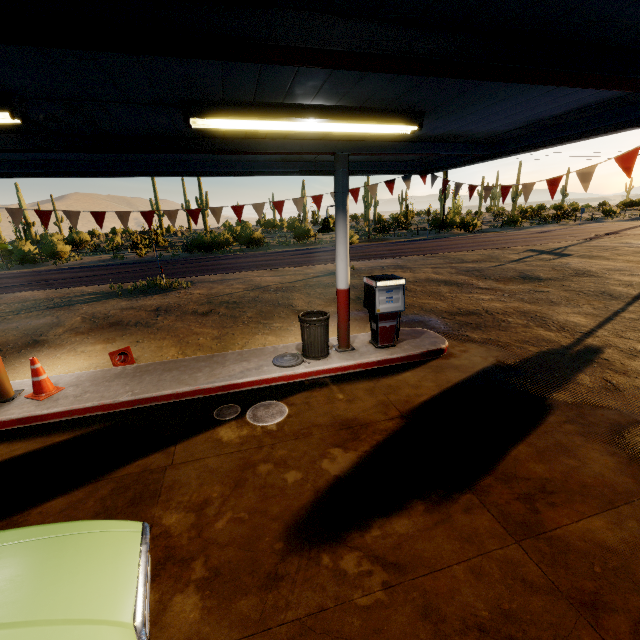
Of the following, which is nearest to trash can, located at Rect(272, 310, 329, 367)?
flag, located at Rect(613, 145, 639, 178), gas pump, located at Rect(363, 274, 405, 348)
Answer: gas pump, located at Rect(363, 274, 405, 348)

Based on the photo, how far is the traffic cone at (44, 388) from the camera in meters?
5.5 m

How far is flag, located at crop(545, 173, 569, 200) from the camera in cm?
522

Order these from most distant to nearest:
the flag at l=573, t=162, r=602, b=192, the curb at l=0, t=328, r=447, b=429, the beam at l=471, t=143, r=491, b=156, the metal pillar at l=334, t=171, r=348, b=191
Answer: the beam at l=471, t=143, r=491, b=156 < the metal pillar at l=334, t=171, r=348, b=191 < the curb at l=0, t=328, r=447, b=429 < the flag at l=573, t=162, r=602, b=192

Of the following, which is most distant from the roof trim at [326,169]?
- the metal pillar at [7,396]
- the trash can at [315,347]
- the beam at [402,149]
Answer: the trash can at [315,347]

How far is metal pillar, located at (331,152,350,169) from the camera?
5.8m

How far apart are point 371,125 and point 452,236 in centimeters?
2835cm
